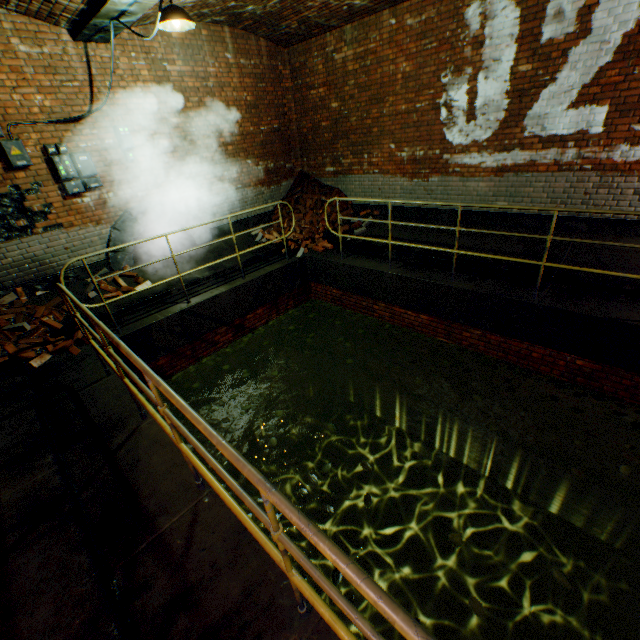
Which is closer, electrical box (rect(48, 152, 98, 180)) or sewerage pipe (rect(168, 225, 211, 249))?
electrical box (rect(48, 152, 98, 180))

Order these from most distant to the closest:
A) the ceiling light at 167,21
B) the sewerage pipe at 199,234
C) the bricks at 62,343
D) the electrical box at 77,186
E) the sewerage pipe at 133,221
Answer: the sewerage pipe at 199,234
the sewerage pipe at 133,221
the electrical box at 77,186
the bricks at 62,343
the ceiling light at 167,21

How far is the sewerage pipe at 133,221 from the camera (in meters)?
6.61

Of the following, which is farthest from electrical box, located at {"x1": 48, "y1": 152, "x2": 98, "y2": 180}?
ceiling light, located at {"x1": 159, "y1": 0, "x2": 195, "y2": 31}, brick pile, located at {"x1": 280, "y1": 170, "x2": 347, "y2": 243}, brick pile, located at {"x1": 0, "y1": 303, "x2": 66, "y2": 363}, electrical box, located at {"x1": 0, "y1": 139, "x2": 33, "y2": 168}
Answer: brick pile, located at {"x1": 280, "y1": 170, "x2": 347, "y2": 243}

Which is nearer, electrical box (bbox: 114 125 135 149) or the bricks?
the bricks

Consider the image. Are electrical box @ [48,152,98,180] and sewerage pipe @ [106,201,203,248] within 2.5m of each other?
yes

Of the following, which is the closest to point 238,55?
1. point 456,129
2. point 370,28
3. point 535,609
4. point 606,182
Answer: point 370,28

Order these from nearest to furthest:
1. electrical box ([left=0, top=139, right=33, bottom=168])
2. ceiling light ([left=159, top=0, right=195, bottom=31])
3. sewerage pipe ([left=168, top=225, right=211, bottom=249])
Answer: ceiling light ([left=159, top=0, right=195, bottom=31]) → electrical box ([left=0, top=139, right=33, bottom=168]) → sewerage pipe ([left=168, top=225, right=211, bottom=249])
